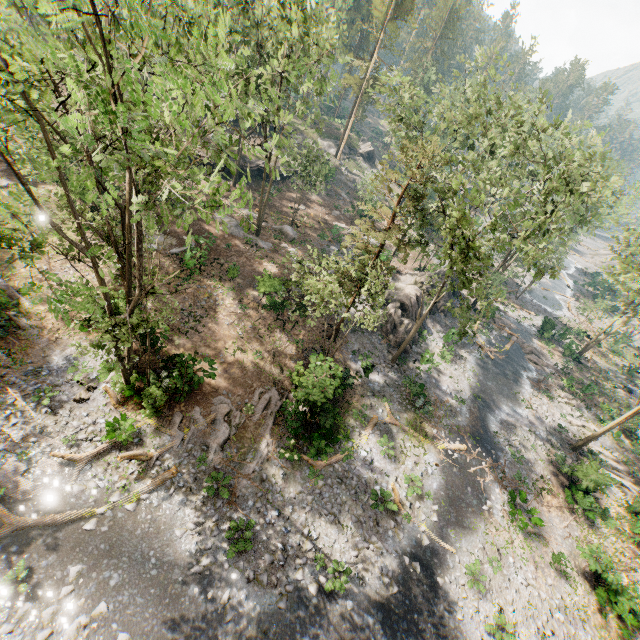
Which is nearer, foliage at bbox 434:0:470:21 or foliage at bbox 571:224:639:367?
foliage at bbox 571:224:639:367

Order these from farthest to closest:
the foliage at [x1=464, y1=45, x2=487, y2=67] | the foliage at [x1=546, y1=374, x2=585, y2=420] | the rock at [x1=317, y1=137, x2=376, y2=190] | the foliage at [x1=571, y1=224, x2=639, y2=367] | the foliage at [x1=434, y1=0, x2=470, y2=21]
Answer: the foliage at [x1=434, y1=0, x2=470, y2=21] → the rock at [x1=317, y1=137, x2=376, y2=190] → the foliage at [x1=546, y1=374, x2=585, y2=420] → the foliage at [x1=464, y1=45, x2=487, y2=67] → the foliage at [x1=571, y1=224, x2=639, y2=367]

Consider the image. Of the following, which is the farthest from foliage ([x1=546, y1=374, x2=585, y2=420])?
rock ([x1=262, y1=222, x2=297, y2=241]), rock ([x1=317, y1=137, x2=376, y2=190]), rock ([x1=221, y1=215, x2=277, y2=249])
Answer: rock ([x1=262, y1=222, x2=297, y2=241])

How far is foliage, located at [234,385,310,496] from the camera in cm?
1736

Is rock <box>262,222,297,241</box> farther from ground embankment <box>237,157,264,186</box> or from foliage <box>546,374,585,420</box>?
ground embankment <box>237,157,264,186</box>

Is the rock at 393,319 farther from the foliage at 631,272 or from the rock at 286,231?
the rock at 286,231

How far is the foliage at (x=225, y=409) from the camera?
15.55m

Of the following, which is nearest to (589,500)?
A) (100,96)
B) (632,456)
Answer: (632,456)
